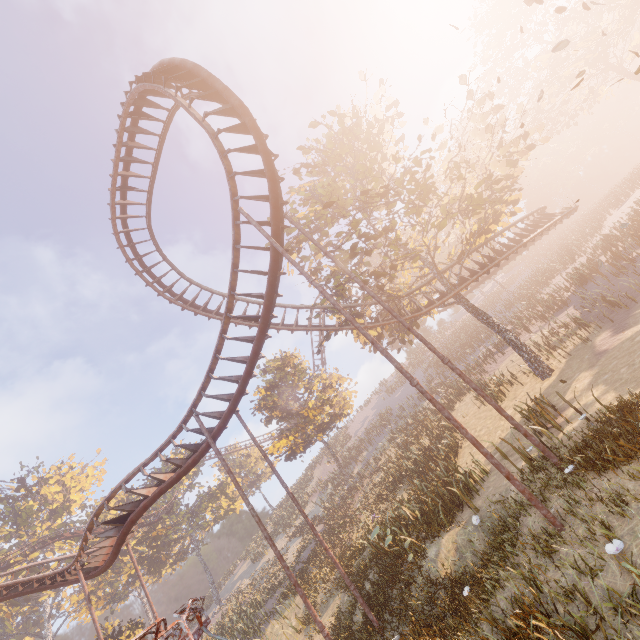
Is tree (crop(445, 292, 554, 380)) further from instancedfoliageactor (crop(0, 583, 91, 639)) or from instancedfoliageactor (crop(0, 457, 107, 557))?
instancedfoliageactor (crop(0, 457, 107, 557))

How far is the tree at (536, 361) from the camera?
16.8m

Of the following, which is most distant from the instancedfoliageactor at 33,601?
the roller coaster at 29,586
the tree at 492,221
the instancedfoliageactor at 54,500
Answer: the tree at 492,221

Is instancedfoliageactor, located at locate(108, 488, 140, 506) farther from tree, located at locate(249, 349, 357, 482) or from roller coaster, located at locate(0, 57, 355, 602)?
tree, located at locate(249, 349, 357, 482)

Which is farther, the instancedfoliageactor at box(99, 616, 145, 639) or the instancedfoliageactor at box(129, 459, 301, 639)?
the instancedfoliageactor at box(99, 616, 145, 639)

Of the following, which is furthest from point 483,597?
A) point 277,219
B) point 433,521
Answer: point 277,219

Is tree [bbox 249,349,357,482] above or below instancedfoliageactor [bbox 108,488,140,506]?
below
